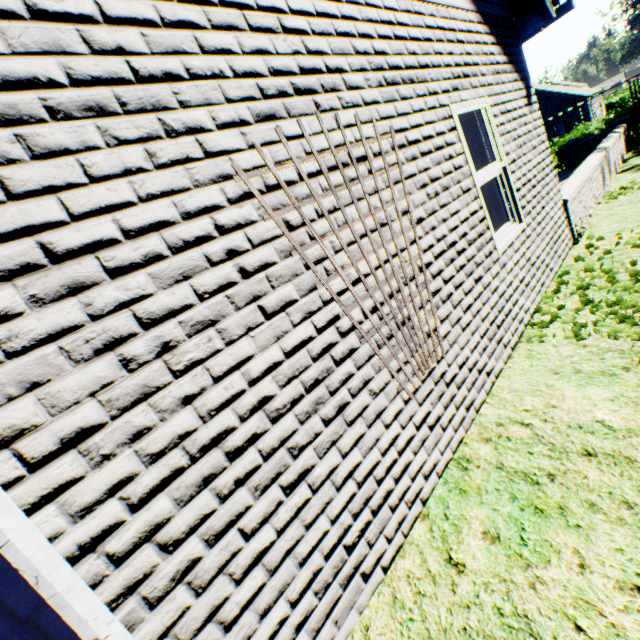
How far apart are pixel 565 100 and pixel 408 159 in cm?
4646
